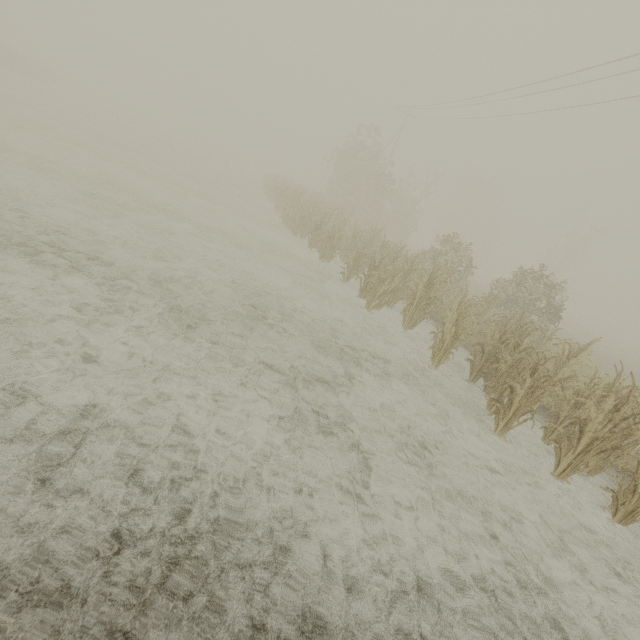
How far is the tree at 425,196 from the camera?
31.3 meters

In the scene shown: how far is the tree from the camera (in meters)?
31.33

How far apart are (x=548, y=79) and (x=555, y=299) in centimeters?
1061cm
